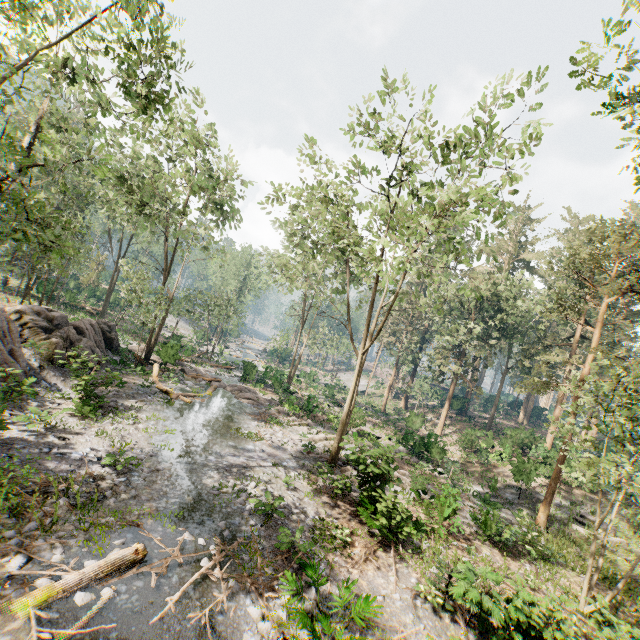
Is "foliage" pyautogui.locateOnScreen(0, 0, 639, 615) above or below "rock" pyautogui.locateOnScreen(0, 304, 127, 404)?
above

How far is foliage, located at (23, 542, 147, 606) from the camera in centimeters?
628cm

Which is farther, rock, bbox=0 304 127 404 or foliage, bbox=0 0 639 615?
rock, bbox=0 304 127 404

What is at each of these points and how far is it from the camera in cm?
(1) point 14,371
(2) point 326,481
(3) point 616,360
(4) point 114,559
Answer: (1) rock, 1073
(2) foliage, 1453
(3) foliage, 1716
(4) foliage, 733

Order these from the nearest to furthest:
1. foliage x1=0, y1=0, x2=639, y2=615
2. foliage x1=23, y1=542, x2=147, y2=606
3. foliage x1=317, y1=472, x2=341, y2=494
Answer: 1. foliage x1=23, y1=542, x2=147, y2=606
2. foliage x1=0, y1=0, x2=639, y2=615
3. foliage x1=317, y1=472, x2=341, y2=494

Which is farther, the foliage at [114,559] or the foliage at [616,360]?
the foliage at [616,360]

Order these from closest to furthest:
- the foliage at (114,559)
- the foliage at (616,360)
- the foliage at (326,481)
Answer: the foliage at (114,559), the foliage at (616,360), the foliage at (326,481)
